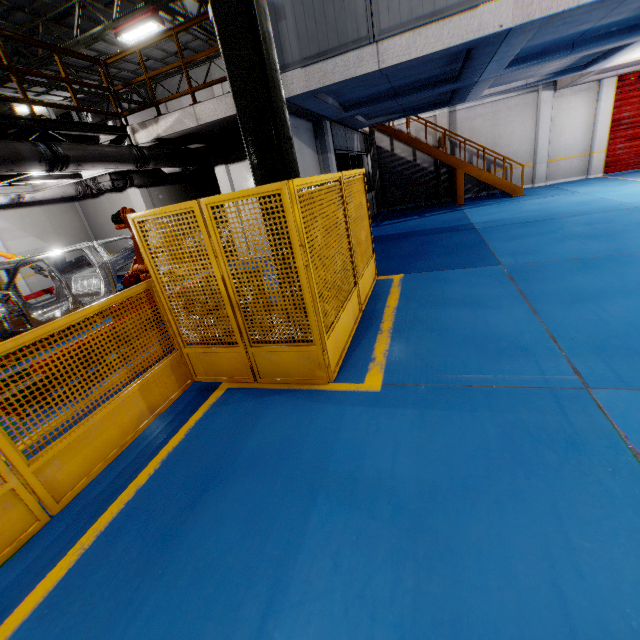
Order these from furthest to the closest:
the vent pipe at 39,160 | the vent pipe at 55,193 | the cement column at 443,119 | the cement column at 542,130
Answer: the cement column at 443,119, the cement column at 542,130, the vent pipe at 55,193, the vent pipe at 39,160

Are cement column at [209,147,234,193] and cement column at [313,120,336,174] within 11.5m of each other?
yes

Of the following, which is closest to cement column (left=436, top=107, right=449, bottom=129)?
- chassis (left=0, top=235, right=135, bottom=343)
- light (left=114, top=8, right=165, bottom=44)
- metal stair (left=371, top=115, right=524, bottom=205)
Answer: metal stair (left=371, top=115, right=524, bottom=205)

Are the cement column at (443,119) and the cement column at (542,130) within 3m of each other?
no

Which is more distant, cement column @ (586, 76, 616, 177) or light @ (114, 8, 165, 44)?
cement column @ (586, 76, 616, 177)

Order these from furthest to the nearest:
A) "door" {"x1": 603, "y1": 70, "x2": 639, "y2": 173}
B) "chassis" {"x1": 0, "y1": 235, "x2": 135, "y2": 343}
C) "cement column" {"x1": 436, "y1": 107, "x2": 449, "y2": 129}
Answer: "cement column" {"x1": 436, "y1": 107, "x2": 449, "y2": 129}, "door" {"x1": 603, "y1": 70, "x2": 639, "y2": 173}, "chassis" {"x1": 0, "y1": 235, "x2": 135, "y2": 343}

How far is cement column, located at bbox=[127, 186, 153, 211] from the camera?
12.3 meters

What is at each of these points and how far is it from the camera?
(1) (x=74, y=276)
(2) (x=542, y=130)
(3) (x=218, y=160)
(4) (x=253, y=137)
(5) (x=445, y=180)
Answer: (1) chassis, 9.0m
(2) cement column, 14.4m
(3) cement column, 10.9m
(4) metal pole, 3.4m
(5) cement column, 16.3m
